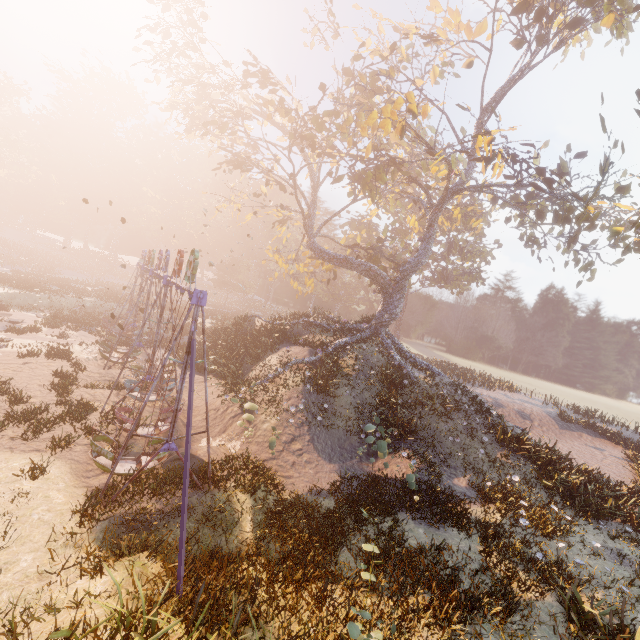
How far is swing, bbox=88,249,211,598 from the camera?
8.4m

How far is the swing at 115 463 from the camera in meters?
8.4

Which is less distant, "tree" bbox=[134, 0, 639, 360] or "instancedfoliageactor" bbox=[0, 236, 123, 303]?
"tree" bbox=[134, 0, 639, 360]

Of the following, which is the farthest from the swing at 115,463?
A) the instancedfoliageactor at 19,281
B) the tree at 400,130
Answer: the instancedfoliageactor at 19,281

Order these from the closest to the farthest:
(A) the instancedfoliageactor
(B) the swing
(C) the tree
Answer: (B) the swing
(C) the tree
(A) the instancedfoliageactor

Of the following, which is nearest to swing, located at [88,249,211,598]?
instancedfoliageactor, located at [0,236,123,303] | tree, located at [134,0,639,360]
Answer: tree, located at [134,0,639,360]

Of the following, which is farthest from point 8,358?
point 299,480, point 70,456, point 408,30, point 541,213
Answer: point 541,213
